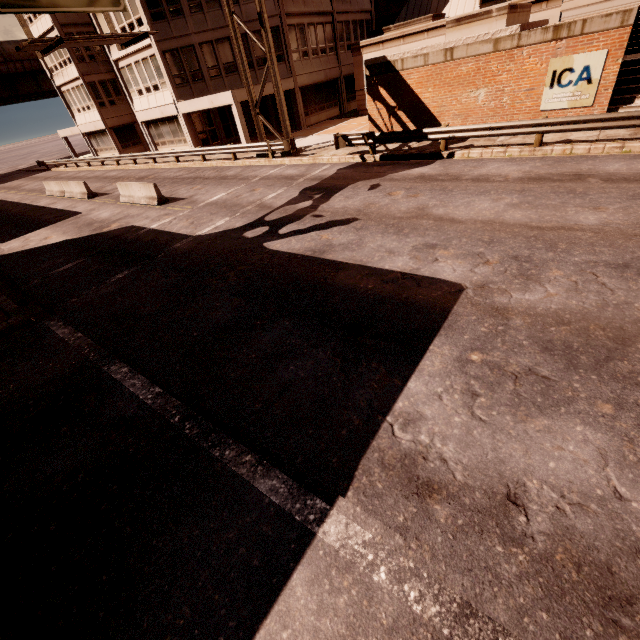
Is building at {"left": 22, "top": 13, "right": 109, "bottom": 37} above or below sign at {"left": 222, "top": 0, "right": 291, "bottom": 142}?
above

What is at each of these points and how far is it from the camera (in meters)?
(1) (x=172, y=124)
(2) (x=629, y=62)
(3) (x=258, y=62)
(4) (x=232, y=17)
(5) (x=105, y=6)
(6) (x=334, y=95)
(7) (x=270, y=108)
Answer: (1) building, 28.17
(2) bp, 12.98
(3) building, 25.31
(4) sign, 16.89
(5) sign, 11.16
(6) building, 31.02
(7) building, 29.03

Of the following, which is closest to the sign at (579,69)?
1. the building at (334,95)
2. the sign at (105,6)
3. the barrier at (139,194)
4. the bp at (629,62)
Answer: the bp at (629,62)

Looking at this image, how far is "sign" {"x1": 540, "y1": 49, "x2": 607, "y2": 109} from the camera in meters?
12.0

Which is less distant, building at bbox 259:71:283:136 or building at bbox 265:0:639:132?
building at bbox 265:0:639:132

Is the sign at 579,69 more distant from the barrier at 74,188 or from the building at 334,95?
the barrier at 74,188

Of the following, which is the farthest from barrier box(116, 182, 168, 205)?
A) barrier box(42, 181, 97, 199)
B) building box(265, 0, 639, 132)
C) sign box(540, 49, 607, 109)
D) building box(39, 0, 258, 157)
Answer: building box(265, 0, 639, 132)
